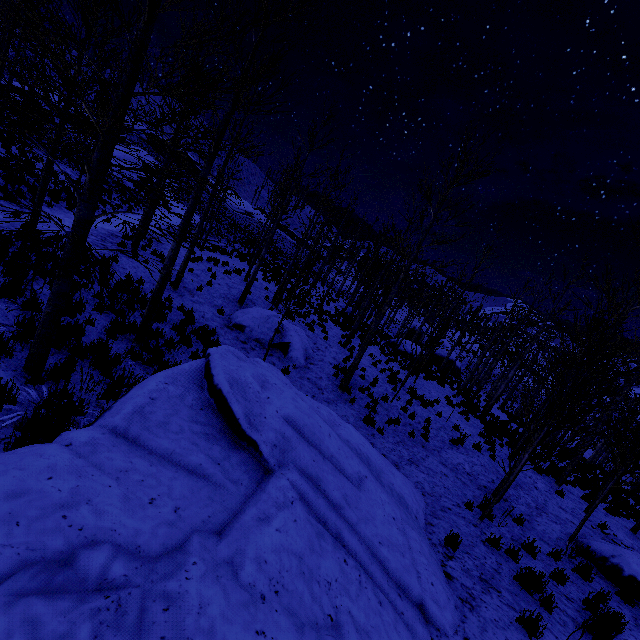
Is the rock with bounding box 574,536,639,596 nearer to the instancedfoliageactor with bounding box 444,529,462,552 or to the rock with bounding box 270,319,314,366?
the instancedfoliageactor with bounding box 444,529,462,552

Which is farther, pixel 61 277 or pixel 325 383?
pixel 325 383

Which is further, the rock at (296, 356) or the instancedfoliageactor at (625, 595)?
the rock at (296, 356)

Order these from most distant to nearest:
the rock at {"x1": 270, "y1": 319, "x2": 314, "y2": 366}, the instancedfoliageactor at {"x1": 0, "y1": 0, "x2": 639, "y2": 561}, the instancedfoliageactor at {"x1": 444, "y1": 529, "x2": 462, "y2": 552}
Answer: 1. the rock at {"x1": 270, "y1": 319, "x2": 314, "y2": 366}
2. the instancedfoliageactor at {"x1": 444, "y1": 529, "x2": 462, "y2": 552}
3. the instancedfoliageactor at {"x1": 0, "y1": 0, "x2": 639, "y2": 561}

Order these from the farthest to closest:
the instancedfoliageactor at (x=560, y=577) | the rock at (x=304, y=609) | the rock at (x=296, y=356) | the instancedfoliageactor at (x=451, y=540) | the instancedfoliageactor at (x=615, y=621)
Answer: the rock at (x=296, y=356) → the instancedfoliageactor at (x=560, y=577) → the instancedfoliageactor at (x=451, y=540) → the instancedfoliageactor at (x=615, y=621) → the rock at (x=304, y=609)

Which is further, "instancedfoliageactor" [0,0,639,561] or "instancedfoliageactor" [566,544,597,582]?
"instancedfoliageactor" [566,544,597,582]
